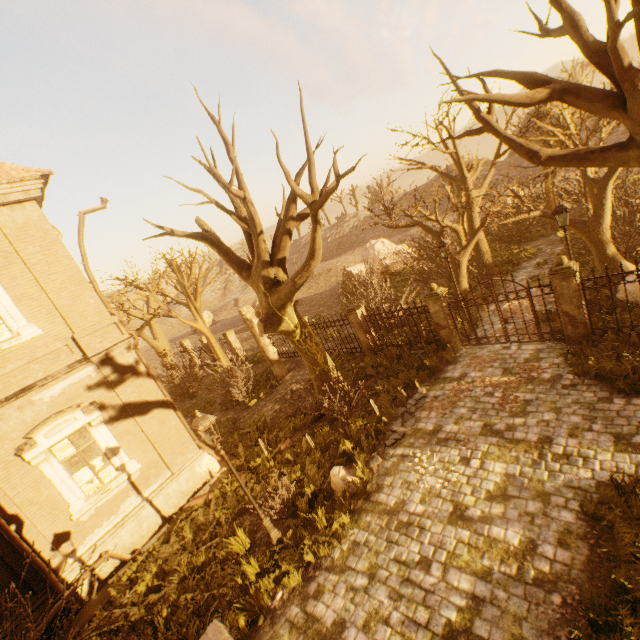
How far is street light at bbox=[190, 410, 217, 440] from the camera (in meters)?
6.98

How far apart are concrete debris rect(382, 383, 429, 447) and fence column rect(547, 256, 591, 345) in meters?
4.4 m

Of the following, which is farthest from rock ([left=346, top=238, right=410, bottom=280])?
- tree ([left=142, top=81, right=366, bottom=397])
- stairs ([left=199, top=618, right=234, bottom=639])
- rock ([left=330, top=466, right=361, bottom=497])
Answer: stairs ([left=199, top=618, right=234, bottom=639])

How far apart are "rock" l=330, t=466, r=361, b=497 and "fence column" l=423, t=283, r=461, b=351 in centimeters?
645cm

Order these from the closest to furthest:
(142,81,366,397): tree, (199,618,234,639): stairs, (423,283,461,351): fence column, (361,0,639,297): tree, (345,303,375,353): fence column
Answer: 1. (199,618,234,639): stairs
2. (361,0,639,297): tree
3. (142,81,366,397): tree
4. (423,283,461,351): fence column
5. (345,303,375,353): fence column

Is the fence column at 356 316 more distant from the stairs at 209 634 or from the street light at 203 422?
the stairs at 209 634

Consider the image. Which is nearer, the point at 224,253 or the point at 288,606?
the point at 288,606

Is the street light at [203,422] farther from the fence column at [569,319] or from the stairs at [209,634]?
the fence column at [569,319]
